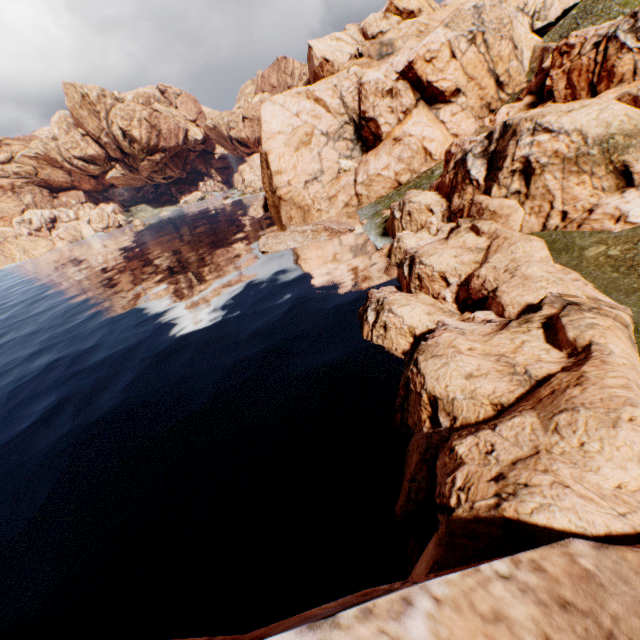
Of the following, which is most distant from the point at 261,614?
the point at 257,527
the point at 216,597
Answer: the point at 257,527
